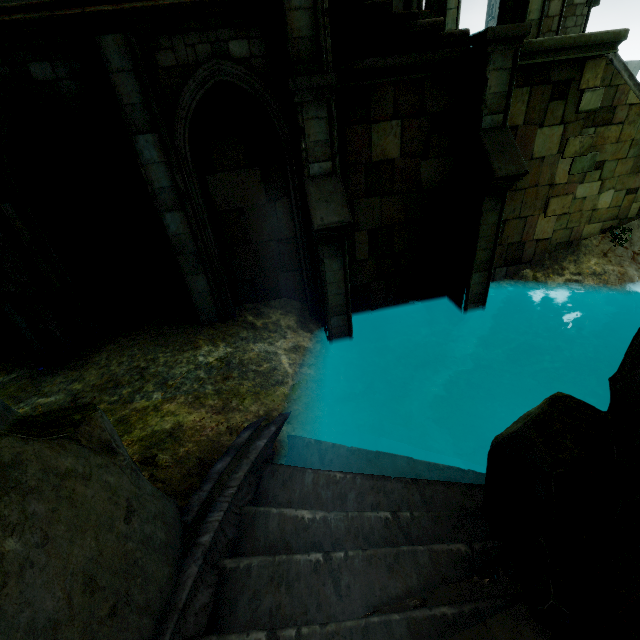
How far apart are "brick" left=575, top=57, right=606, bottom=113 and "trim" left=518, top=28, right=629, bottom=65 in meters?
0.1 m

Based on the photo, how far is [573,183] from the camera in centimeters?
766cm

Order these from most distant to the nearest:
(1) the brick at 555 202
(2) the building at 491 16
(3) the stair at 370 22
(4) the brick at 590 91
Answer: (2) the building at 491 16, (1) the brick at 555 202, (4) the brick at 590 91, (3) the stair at 370 22

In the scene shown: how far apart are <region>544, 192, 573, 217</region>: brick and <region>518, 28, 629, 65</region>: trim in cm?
264

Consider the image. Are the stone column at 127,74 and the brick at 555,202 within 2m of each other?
no

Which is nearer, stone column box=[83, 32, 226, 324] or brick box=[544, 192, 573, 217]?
stone column box=[83, 32, 226, 324]

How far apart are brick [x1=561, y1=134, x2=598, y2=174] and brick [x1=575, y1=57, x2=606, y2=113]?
0.4 meters

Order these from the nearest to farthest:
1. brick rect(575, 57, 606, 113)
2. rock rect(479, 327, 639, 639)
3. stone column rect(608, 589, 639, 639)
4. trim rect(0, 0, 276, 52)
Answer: stone column rect(608, 589, 639, 639) < rock rect(479, 327, 639, 639) < trim rect(0, 0, 276, 52) < brick rect(575, 57, 606, 113)
